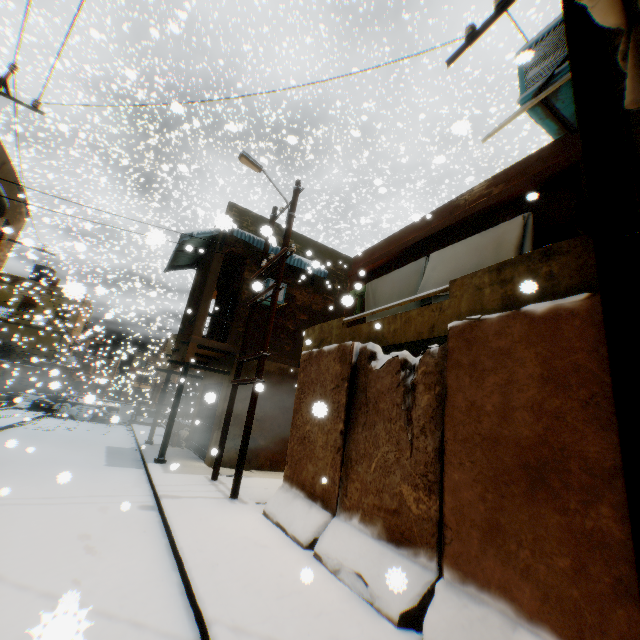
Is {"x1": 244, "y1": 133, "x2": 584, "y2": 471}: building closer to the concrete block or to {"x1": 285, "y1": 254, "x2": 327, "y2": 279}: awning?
{"x1": 285, "y1": 254, "x2": 327, "y2": 279}: awning

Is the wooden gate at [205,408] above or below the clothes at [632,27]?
below

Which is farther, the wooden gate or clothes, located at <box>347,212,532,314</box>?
the wooden gate

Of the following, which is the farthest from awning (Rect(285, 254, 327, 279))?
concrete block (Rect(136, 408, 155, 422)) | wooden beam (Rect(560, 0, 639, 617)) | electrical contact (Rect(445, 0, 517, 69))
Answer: electrical contact (Rect(445, 0, 517, 69))

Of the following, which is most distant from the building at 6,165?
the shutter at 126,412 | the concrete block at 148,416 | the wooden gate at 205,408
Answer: the shutter at 126,412

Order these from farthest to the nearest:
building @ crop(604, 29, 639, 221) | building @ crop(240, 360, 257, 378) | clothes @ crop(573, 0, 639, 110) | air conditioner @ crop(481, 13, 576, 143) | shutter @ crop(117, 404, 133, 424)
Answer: shutter @ crop(117, 404, 133, 424), building @ crop(240, 360, 257, 378), air conditioner @ crop(481, 13, 576, 143), building @ crop(604, 29, 639, 221), clothes @ crop(573, 0, 639, 110)

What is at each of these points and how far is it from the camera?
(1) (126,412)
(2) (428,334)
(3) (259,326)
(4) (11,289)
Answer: (1) shutter, 23.34m
(2) balcony, 5.30m
(3) building, 12.37m
(4) building, 27.42m

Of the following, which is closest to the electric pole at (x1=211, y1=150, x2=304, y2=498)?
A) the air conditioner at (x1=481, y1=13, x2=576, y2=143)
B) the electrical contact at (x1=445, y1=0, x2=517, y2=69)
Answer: the air conditioner at (x1=481, y1=13, x2=576, y2=143)
